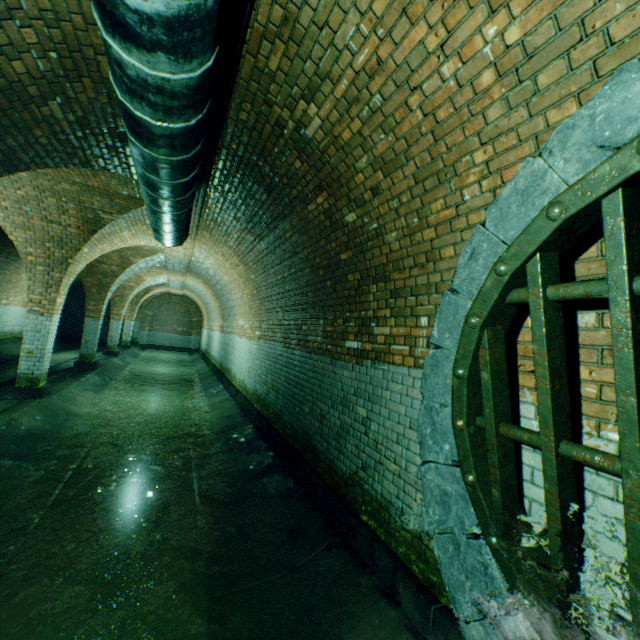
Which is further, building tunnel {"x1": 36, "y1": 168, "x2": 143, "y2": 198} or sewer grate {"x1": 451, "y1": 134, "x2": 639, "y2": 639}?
building tunnel {"x1": 36, "y1": 168, "x2": 143, "y2": 198}

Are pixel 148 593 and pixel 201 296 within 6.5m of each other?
no

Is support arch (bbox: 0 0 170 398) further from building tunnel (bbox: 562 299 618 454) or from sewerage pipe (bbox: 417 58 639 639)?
sewerage pipe (bbox: 417 58 639 639)

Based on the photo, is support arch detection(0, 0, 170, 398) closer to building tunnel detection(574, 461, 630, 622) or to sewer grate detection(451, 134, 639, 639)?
building tunnel detection(574, 461, 630, 622)

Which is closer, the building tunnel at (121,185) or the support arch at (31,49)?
the support arch at (31,49)

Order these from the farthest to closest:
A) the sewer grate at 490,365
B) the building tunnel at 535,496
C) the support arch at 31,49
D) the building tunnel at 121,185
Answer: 1. the building tunnel at 121,185
2. the support arch at 31,49
3. the building tunnel at 535,496
4. the sewer grate at 490,365

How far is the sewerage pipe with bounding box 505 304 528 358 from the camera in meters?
2.0 m

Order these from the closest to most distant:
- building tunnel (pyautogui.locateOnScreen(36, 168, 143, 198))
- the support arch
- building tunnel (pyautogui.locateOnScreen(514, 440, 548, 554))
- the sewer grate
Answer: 1. the sewer grate
2. building tunnel (pyautogui.locateOnScreen(514, 440, 548, 554))
3. the support arch
4. building tunnel (pyautogui.locateOnScreen(36, 168, 143, 198))
